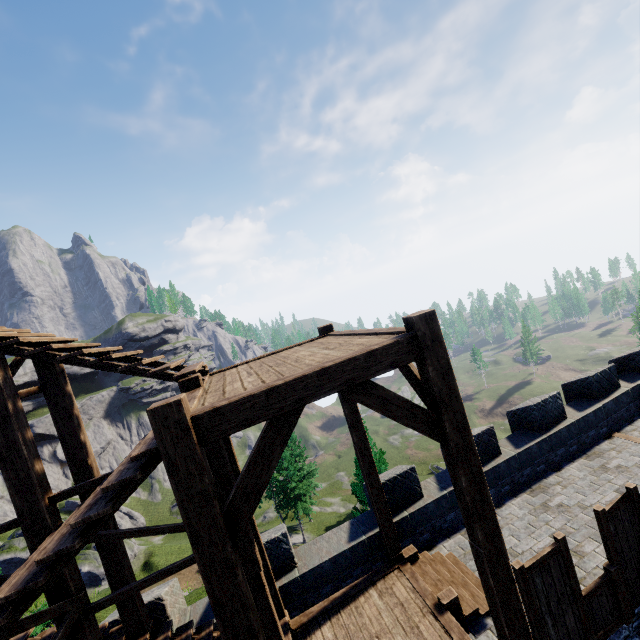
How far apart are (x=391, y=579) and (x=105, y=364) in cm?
769

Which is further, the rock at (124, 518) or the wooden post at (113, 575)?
the rock at (124, 518)

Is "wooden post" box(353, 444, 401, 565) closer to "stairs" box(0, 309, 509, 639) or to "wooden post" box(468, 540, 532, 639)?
"stairs" box(0, 309, 509, 639)

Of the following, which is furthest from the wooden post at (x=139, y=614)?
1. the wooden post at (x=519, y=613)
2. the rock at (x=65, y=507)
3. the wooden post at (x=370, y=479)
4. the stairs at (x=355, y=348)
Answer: the rock at (x=65, y=507)

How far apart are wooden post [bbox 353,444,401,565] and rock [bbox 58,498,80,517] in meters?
65.4 m

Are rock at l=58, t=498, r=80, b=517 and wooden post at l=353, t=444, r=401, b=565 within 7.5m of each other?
no
